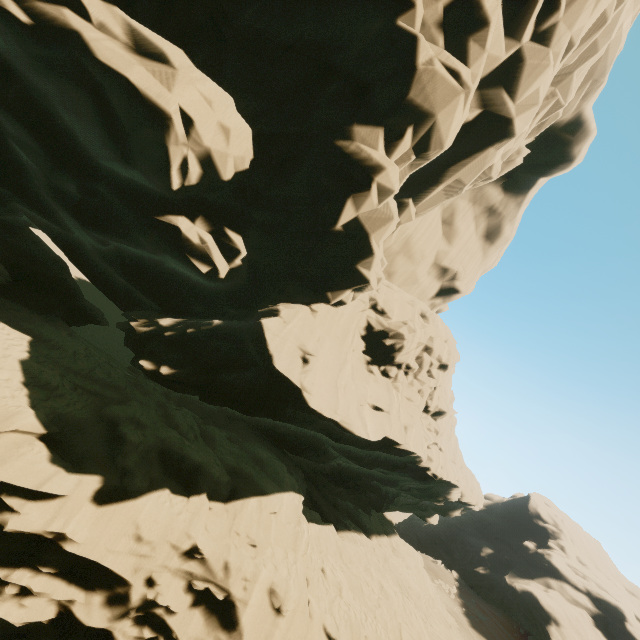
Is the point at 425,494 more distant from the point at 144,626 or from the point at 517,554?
the point at 517,554
